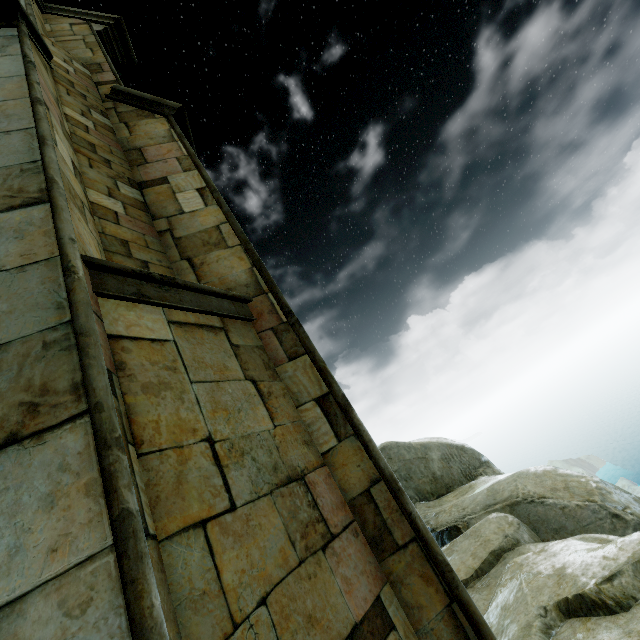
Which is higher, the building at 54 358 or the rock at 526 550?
the building at 54 358

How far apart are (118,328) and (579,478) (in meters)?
8.01

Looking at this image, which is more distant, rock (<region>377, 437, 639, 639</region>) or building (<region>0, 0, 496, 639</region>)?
rock (<region>377, 437, 639, 639</region>)

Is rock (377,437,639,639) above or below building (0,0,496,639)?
below

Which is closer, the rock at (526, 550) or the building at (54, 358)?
the building at (54, 358)
